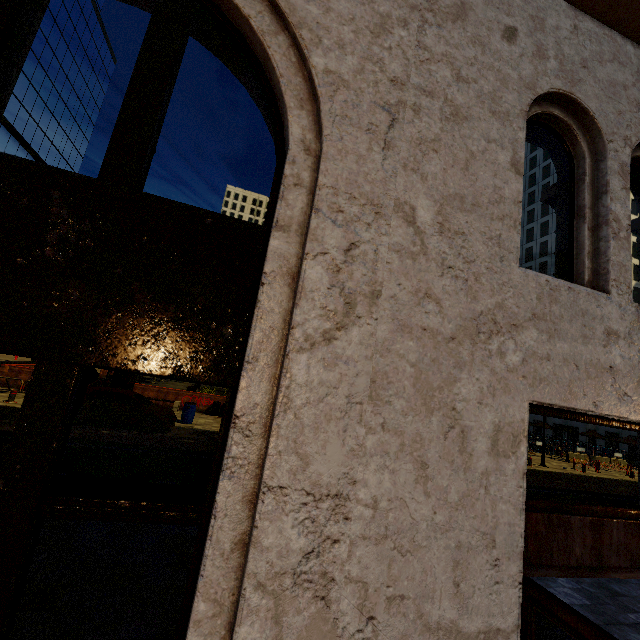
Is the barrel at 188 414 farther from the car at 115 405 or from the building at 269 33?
the building at 269 33

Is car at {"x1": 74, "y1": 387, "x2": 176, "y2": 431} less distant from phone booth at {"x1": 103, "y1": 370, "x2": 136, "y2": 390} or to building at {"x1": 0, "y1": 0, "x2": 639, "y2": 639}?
phone booth at {"x1": 103, "y1": 370, "x2": 136, "y2": 390}

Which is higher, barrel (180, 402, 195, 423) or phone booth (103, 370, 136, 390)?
phone booth (103, 370, 136, 390)

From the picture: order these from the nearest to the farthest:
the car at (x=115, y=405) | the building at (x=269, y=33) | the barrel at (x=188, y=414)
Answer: the building at (x=269, y=33)
the car at (x=115, y=405)
the barrel at (x=188, y=414)

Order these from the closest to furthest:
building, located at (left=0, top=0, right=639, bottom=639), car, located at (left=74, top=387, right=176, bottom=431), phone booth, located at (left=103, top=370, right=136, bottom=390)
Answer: building, located at (left=0, top=0, right=639, bottom=639) → car, located at (left=74, top=387, right=176, bottom=431) → phone booth, located at (left=103, top=370, right=136, bottom=390)

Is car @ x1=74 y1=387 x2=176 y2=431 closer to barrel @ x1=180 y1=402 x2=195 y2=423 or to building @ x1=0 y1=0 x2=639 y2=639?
barrel @ x1=180 y1=402 x2=195 y2=423

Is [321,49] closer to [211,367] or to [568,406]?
[211,367]

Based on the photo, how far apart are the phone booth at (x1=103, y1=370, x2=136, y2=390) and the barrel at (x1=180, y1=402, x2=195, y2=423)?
4.46m
